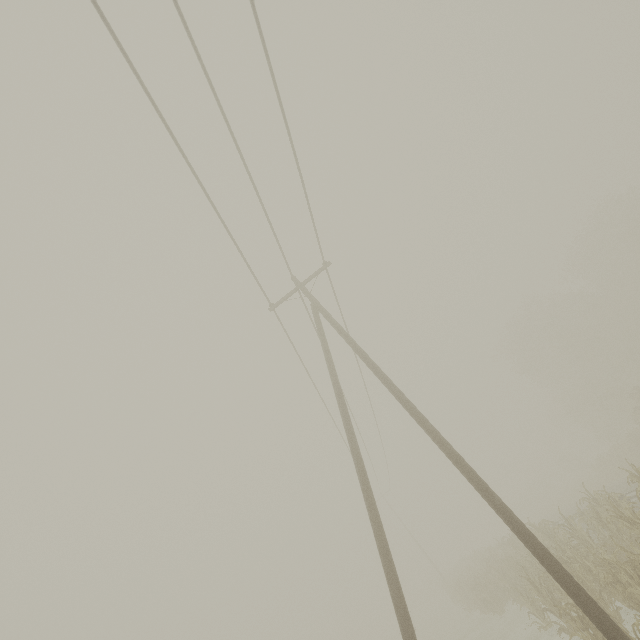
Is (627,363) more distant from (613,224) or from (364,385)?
(364,385)
